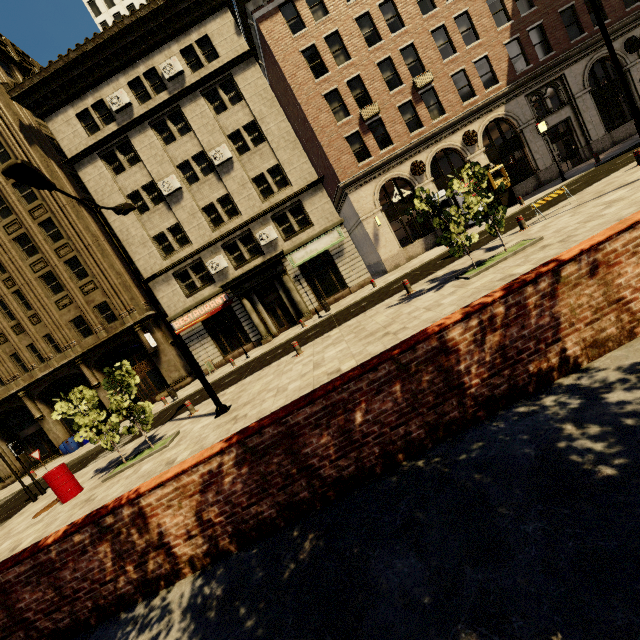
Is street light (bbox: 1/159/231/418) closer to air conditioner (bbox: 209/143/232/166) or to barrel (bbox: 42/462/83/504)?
barrel (bbox: 42/462/83/504)

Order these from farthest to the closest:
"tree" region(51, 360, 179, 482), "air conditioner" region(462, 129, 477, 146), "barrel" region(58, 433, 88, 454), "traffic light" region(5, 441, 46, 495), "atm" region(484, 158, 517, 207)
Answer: "barrel" region(58, 433, 88, 454) < "air conditioner" region(462, 129, 477, 146) < "atm" region(484, 158, 517, 207) < "traffic light" region(5, 441, 46, 495) < "tree" region(51, 360, 179, 482)

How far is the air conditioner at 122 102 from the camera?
20.6m

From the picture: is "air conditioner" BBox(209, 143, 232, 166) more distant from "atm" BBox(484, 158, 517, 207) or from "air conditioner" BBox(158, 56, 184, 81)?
"atm" BBox(484, 158, 517, 207)

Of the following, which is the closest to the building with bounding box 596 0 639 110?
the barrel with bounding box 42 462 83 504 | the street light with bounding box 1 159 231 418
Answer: the street light with bounding box 1 159 231 418

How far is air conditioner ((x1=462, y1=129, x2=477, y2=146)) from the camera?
21.5 meters

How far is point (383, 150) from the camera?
21.8m

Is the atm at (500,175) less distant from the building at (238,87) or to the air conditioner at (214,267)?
the building at (238,87)
